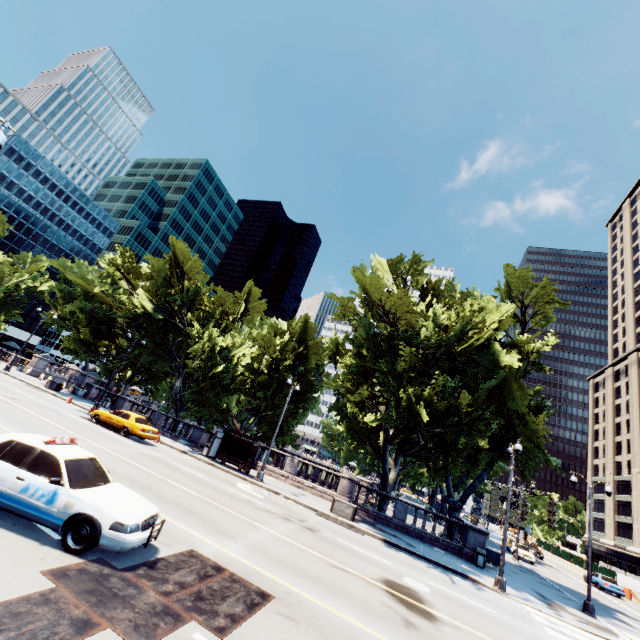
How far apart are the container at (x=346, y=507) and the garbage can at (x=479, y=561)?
7.9 meters

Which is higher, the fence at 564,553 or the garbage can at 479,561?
the fence at 564,553

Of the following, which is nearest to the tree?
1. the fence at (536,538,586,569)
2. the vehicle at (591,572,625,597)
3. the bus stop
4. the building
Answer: the bus stop

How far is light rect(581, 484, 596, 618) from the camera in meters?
18.3 m

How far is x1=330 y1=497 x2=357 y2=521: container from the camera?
20.0 meters

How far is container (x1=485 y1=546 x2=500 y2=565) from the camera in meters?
23.5

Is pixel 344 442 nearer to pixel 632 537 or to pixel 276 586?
pixel 276 586

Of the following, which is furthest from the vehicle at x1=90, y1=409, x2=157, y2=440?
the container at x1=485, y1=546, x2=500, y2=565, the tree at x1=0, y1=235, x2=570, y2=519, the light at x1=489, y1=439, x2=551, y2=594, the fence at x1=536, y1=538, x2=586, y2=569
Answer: the fence at x1=536, y1=538, x2=586, y2=569
